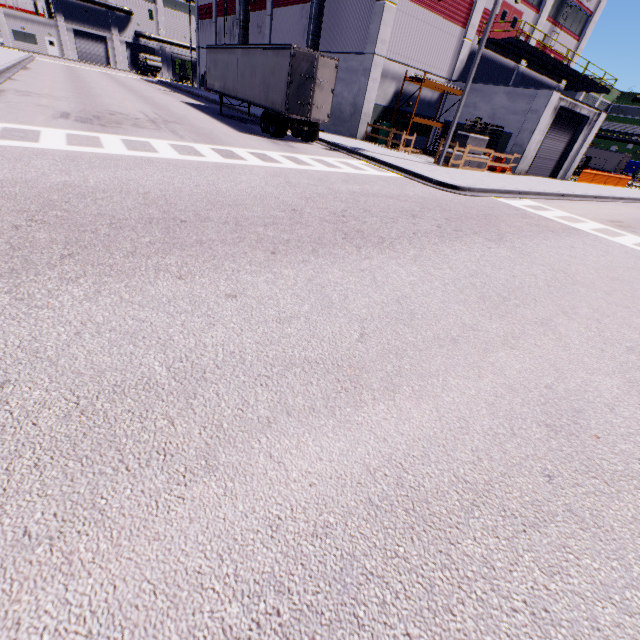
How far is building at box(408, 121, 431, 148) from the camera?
25.8 meters

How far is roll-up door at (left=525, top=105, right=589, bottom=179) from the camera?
22.5 meters

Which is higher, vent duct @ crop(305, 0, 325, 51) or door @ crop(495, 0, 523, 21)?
door @ crop(495, 0, 523, 21)

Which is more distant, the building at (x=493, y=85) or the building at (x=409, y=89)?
the building at (x=409, y=89)

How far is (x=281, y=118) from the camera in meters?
17.0 m

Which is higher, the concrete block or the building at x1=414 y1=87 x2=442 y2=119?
the building at x1=414 y1=87 x2=442 y2=119

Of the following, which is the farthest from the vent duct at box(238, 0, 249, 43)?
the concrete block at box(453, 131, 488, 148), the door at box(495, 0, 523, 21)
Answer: the door at box(495, 0, 523, 21)

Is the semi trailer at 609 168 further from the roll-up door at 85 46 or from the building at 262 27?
the roll-up door at 85 46
